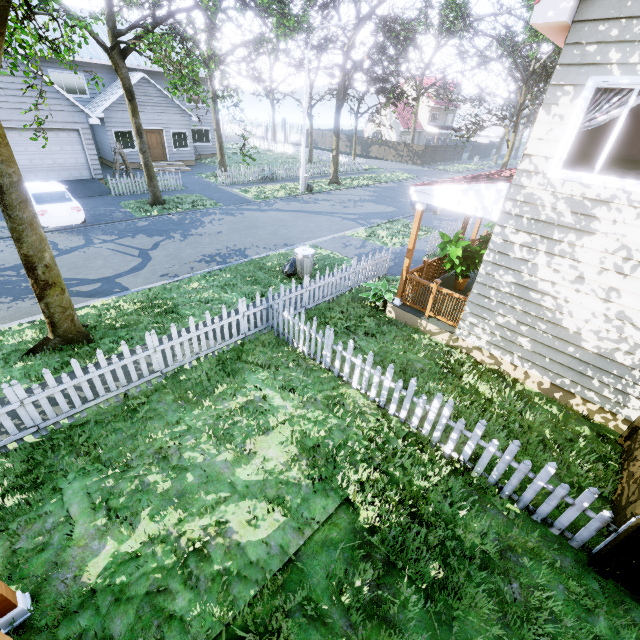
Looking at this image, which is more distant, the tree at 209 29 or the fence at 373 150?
the fence at 373 150

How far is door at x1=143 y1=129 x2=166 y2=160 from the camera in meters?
23.5

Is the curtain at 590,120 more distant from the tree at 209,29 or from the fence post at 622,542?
the tree at 209,29

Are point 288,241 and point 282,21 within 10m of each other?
yes

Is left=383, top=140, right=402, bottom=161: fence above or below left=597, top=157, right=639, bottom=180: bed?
below

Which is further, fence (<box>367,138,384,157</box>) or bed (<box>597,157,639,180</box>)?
fence (<box>367,138,384,157</box>)

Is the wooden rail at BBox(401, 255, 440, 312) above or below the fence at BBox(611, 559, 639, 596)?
above

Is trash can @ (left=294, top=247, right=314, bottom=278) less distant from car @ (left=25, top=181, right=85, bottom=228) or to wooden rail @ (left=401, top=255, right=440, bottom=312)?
wooden rail @ (left=401, top=255, right=440, bottom=312)
